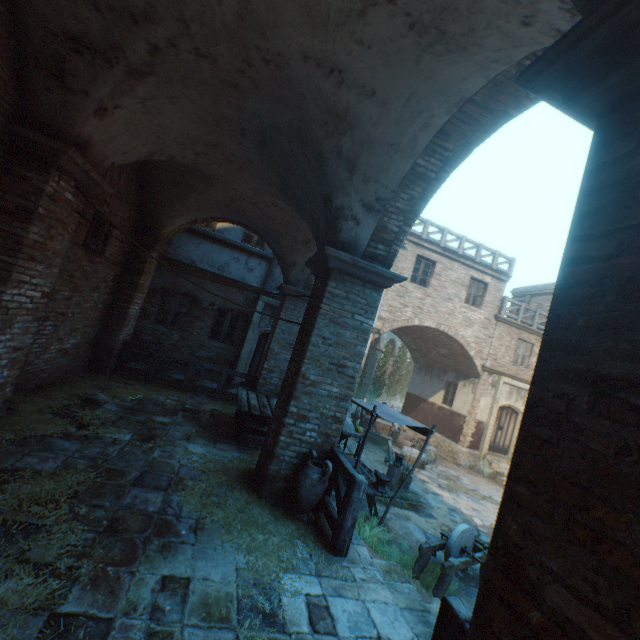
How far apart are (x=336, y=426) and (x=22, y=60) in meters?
6.4

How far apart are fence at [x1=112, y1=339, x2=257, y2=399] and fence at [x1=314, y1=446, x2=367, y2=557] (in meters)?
5.45

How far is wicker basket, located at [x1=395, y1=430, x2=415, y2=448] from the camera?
15.0 meters

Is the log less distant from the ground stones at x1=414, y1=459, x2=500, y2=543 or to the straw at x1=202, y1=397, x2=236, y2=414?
the ground stones at x1=414, y1=459, x2=500, y2=543

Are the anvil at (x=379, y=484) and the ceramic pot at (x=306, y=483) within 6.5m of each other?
yes

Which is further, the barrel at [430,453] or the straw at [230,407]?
the barrel at [430,453]

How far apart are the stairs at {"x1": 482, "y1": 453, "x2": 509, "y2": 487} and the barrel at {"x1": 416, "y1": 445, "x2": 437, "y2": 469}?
2.12m

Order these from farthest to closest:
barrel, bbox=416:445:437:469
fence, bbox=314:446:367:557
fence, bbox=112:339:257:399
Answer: barrel, bbox=416:445:437:469, fence, bbox=112:339:257:399, fence, bbox=314:446:367:557
